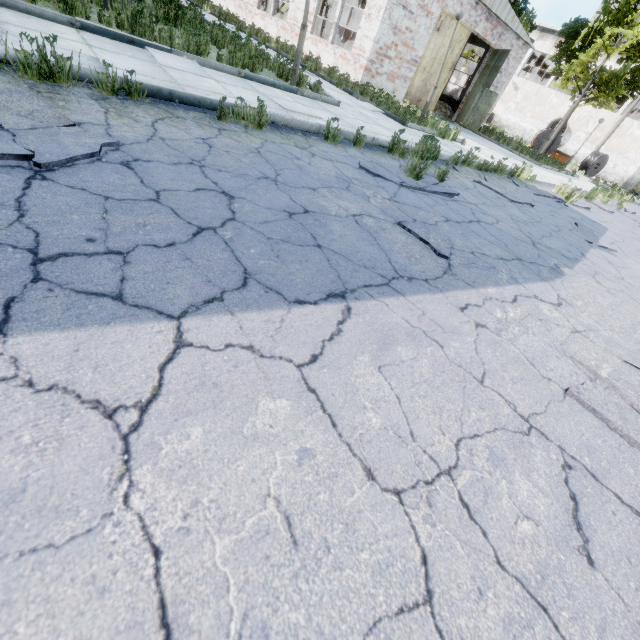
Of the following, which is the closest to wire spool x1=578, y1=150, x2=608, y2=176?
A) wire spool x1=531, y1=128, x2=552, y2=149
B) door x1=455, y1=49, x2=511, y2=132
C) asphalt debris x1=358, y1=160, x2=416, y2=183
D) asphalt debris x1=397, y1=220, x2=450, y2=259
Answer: wire spool x1=531, y1=128, x2=552, y2=149

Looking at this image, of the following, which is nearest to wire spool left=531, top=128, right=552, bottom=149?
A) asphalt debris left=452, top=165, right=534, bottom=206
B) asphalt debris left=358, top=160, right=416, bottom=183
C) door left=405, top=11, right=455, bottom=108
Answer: door left=405, top=11, right=455, bottom=108

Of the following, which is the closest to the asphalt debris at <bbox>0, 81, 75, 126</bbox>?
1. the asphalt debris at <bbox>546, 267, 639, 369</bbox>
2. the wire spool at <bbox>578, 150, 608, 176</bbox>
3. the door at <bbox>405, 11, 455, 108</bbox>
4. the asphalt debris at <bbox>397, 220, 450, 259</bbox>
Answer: the asphalt debris at <bbox>397, 220, 450, 259</bbox>

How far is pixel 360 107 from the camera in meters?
10.6 m

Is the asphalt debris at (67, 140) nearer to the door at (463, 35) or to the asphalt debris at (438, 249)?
the asphalt debris at (438, 249)

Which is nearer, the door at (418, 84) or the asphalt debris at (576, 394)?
the asphalt debris at (576, 394)

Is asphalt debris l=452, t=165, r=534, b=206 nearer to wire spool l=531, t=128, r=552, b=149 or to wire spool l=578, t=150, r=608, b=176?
wire spool l=531, t=128, r=552, b=149

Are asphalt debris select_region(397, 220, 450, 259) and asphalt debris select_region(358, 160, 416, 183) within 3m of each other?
yes
